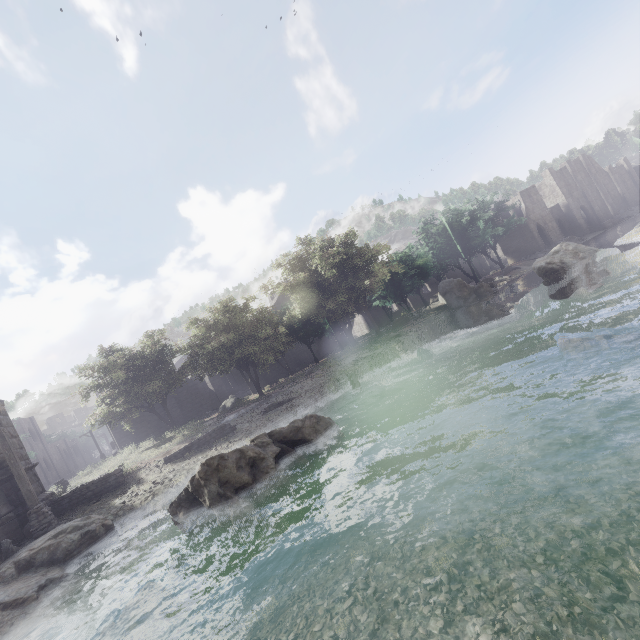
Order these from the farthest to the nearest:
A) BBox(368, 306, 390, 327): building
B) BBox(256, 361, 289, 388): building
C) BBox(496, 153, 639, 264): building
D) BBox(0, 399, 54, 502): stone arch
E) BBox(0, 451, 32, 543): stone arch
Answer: BBox(368, 306, 390, 327): building → BBox(496, 153, 639, 264): building → BBox(256, 361, 289, 388): building → BBox(0, 399, 54, 502): stone arch → BBox(0, 451, 32, 543): stone arch

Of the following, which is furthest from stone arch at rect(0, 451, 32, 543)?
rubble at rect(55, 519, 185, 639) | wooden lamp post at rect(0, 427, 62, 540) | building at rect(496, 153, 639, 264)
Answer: rubble at rect(55, 519, 185, 639)

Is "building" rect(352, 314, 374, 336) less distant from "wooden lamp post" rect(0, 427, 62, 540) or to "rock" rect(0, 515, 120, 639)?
"wooden lamp post" rect(0, 427, 62, 540)

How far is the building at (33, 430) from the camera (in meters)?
54.91

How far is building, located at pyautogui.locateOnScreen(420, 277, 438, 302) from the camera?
57.69m

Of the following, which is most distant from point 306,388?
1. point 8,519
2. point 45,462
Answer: point 45,462

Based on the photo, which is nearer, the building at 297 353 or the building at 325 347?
the building at 297 353
